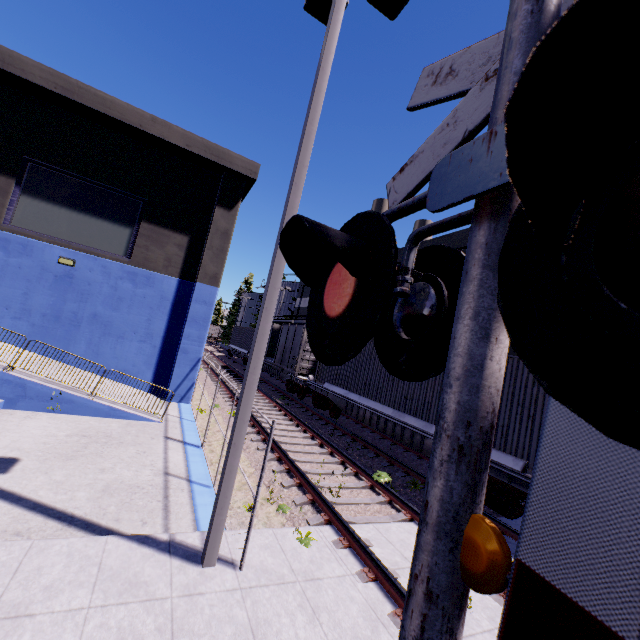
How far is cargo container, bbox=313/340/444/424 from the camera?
10.2m

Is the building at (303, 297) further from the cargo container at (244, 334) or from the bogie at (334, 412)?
the bogie at (334, 412)

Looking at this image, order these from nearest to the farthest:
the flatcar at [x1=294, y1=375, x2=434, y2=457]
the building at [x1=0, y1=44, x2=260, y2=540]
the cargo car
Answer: the building at [x1=0, y1=44, x2=260, y2=540], the flatcar at [x1=294, y1=375, x2=434, y2=457], the cargo car

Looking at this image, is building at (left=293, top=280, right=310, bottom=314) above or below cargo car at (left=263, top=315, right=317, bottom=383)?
above

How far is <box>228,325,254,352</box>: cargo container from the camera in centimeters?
3216cm

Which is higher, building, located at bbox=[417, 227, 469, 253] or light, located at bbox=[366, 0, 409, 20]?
building, located at bbox=[417, 227, 469, 253]

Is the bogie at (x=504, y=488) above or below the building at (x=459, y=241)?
below

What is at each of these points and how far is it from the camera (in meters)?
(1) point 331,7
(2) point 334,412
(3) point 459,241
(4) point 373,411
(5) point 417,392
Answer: (1) light, 5.30
(2) bogie, 15.41
(3) building, 16.67
(4) flatcar, 12.22
(5) cargo container, 10.74
